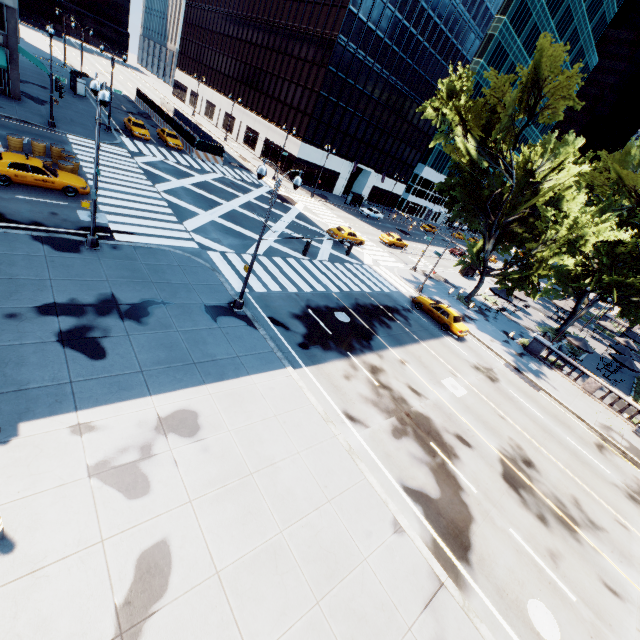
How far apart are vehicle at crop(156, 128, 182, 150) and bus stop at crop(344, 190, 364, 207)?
26.67m

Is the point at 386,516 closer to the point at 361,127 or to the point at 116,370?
the point at 116,370

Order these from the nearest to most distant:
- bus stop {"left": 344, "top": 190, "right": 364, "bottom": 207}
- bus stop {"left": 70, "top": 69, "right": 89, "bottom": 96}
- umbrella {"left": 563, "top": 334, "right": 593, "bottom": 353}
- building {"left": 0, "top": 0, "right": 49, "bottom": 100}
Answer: building {"left": 0, "top": 0, "right": 49, "bottom": 100} → umbrella {"left": 563, "top": 334, "right": 593, "bottom": 353} → bus stop {"left": 70, "top": 69, "right": 89, "bottom": 96} → bus stop {"left": 344, "top": 190, "right": 364, "bottom": 207}

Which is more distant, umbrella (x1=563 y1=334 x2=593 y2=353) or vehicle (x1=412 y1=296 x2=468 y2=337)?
umbrella (x1=563 y1=334 x2=593 y2=353)

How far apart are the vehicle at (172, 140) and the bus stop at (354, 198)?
26.7 meters

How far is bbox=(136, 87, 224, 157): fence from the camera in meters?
40.5

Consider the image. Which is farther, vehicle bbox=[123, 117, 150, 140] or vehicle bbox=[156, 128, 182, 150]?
vehicle bbox=[156, 128, 182, 150]

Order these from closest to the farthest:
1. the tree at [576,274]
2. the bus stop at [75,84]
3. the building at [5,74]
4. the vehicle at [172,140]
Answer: the tree at [576,274]
the building at [5,74]
the vehicle at [172,140]
the bus stop at [75,84]
